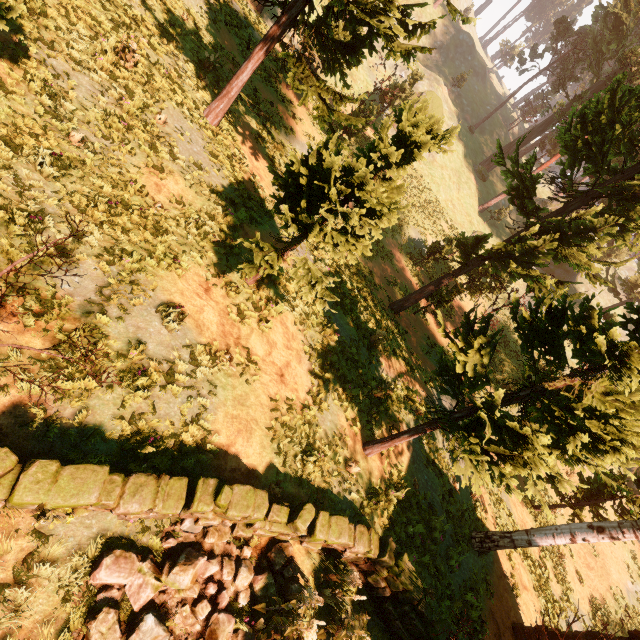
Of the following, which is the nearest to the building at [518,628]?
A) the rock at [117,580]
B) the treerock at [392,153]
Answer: the treerock at [392,153]

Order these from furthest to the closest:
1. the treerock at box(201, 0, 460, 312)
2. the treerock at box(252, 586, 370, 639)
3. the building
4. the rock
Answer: the building
the treerock at box(201, 0, 460, 312)
the treerock at box(252, 586, 370, 639)
the rock

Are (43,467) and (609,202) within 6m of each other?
no

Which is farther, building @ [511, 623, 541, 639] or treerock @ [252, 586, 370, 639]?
building @ [511, 623, 541, 639]

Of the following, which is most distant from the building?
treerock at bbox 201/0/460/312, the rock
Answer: the rock

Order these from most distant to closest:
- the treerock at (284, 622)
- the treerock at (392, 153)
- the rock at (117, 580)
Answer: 1. the treerock at (392, 153)
2. the treerock at (284, 622)
3. the rock at (117, 580)

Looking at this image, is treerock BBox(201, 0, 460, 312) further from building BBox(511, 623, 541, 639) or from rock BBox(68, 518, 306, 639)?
rock BBox(68, 518, 306, 639)
